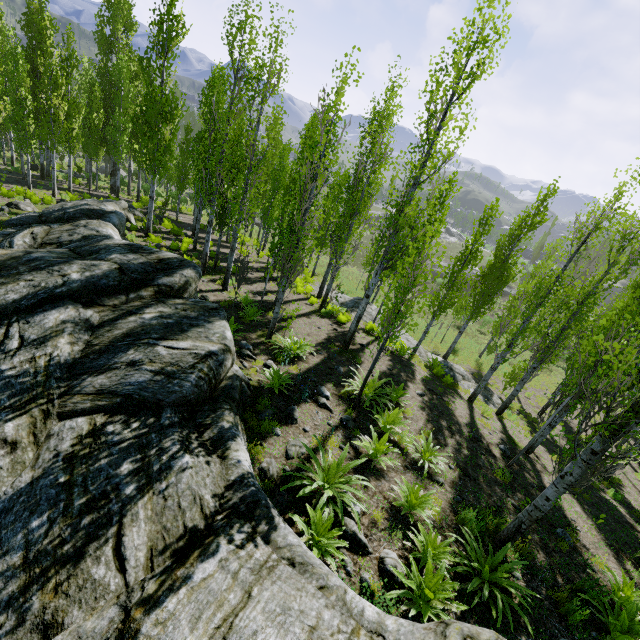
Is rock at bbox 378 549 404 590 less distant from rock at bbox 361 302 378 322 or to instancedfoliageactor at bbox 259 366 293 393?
instancedfoliageactor at bbox 259 366 293 393

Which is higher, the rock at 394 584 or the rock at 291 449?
the rock at 394 584

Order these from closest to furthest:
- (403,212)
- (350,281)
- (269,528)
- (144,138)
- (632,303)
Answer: (269,528), (403,212), (632,303), (144,138), (350,281)

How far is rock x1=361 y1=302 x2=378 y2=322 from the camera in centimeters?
1965cm

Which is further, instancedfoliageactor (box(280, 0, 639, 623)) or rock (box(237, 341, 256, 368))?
rock (box(237, 341, 256, 368))

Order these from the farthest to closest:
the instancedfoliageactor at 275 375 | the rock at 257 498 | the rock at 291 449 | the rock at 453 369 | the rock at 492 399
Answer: the rock at 453 369, the rock at 492 399, the instancedfoliageactor at 275 375, the rock at 291 449, the rock at 257 498

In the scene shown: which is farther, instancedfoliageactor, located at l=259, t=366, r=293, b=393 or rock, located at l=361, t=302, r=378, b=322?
rock, located at l=361, t=302, r=378, b=322

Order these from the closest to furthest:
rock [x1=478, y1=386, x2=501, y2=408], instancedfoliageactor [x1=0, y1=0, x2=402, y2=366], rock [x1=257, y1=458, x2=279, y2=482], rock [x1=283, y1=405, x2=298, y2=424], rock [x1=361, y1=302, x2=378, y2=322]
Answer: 1. rock [x1=257, y1=458, x2=279, y2=482]
2. rock [x1=283, y1=405, x2=298, y2=424]
3. instancedfoliageactor [x1=0, y1=0, x2=402, y2=366]
4. rock [x1=478, y1=386, x2=501, y2=408]
5. rock [x1=361, y1=302, x2=378, y2=322]
